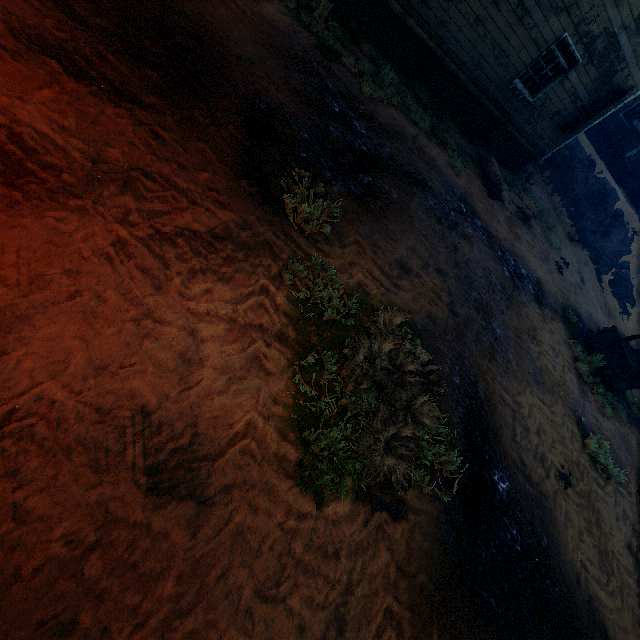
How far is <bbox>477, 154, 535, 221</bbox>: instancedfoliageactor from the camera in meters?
10.3 m

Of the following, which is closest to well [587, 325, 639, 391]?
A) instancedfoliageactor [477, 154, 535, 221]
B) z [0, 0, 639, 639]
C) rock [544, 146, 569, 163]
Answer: z [0, 0, 639, 639]

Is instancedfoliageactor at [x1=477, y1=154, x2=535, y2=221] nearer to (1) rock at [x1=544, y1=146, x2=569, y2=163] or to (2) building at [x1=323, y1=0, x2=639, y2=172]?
(2) building at [x1=323, y1=0, x2=639, y2=172]

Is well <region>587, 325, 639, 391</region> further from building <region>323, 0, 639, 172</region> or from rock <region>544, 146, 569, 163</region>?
rock <region>544, 146, 569, 163</region>

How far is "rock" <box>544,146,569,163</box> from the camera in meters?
17.7

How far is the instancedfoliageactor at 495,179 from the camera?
10.34m

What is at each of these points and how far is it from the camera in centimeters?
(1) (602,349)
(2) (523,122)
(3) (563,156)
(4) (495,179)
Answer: (1) well, 985cm
(2) building, 1192cm
(3) rock, 1770cm
(4) instancedfoliageactor, 1036cm

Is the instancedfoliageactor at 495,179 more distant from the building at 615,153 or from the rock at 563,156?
the rock at 563,156
